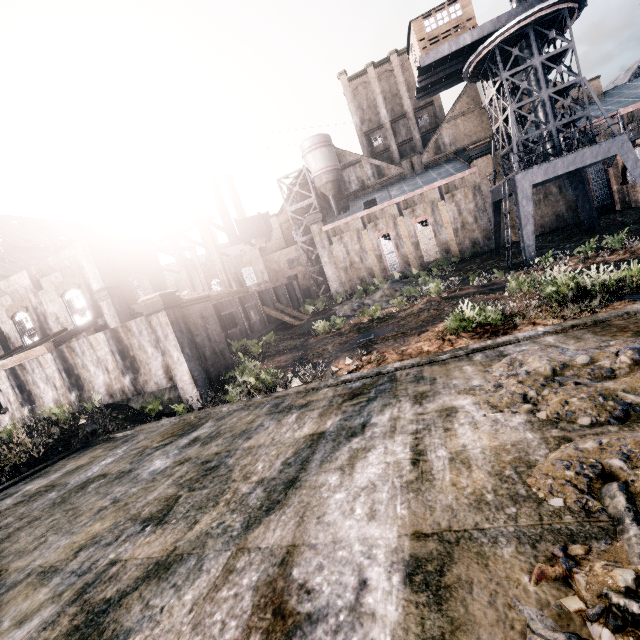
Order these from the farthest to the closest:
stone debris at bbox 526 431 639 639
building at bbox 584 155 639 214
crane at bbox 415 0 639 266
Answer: building at bbox 584 155 639 214
crane at bbox 415 0 639 266
stone debris at bbox 526 431 639 639

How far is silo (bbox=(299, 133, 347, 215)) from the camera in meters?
46.0 m

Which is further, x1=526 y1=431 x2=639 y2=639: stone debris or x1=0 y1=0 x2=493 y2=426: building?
x1=0 y1=0 x2=493 y2=426: building

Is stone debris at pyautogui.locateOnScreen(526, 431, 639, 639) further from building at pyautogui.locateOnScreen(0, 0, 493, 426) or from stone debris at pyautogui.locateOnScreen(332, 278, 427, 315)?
stone debris at pyautogui.locateOnScreen(332, 278, 427, 315)

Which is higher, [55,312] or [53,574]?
[55,312]

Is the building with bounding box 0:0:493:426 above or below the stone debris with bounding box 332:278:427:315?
above

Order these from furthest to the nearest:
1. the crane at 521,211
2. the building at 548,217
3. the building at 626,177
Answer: the building at 548,217, the building at 626,177, the crane at 521,211

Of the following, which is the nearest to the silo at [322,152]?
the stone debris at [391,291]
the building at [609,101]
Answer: the stone debris at [391,291]
